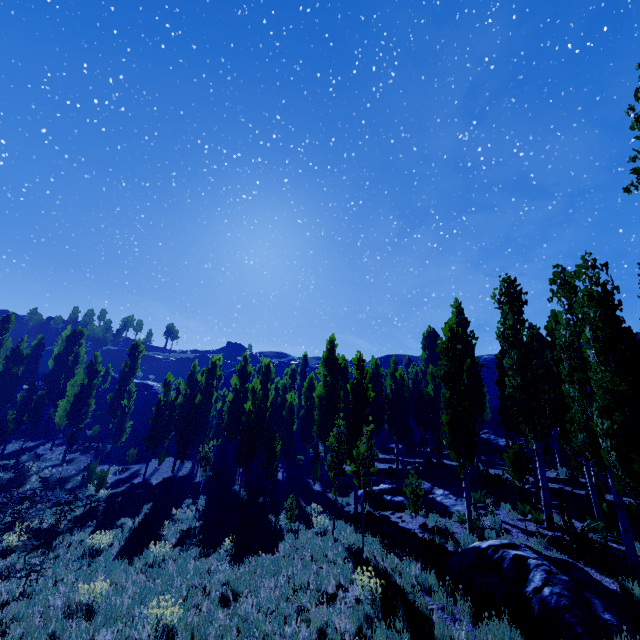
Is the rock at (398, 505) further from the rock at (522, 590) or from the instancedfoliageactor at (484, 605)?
the rock at (522, 590)

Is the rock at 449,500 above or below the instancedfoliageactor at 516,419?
below

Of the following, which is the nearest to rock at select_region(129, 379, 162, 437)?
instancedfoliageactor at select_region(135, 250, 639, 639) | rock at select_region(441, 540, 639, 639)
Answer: instancedfoliageactor at select_region(135, 250, 639, 639)

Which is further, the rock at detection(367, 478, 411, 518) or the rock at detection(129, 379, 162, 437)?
the rock at detection(129, 379, 162, 437)

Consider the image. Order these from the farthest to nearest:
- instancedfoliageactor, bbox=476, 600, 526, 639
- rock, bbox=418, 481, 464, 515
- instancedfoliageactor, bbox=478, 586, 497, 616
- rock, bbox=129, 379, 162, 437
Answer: rock, bbox=129, 379, 162, 437 < rock, bbox=418, 481, 464, 515 < instancedfoliageactor, bbox=478, 586, 497, 616 < instancedfoliageactor, bbox=476, 600, 526, 639

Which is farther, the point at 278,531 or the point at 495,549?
the point at 278,531

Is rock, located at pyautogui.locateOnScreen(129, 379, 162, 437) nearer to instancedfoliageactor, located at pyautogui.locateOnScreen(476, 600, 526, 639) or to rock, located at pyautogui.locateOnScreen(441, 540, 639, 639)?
instancedfoliageactor, located at pyautogui.locateOnScreen(476, 600, 526, 639)

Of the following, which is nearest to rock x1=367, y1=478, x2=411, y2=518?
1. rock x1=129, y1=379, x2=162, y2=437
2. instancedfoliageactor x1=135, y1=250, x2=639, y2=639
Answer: instancedfoliageactor x1=135, y1=250, x2=639, y2=639
